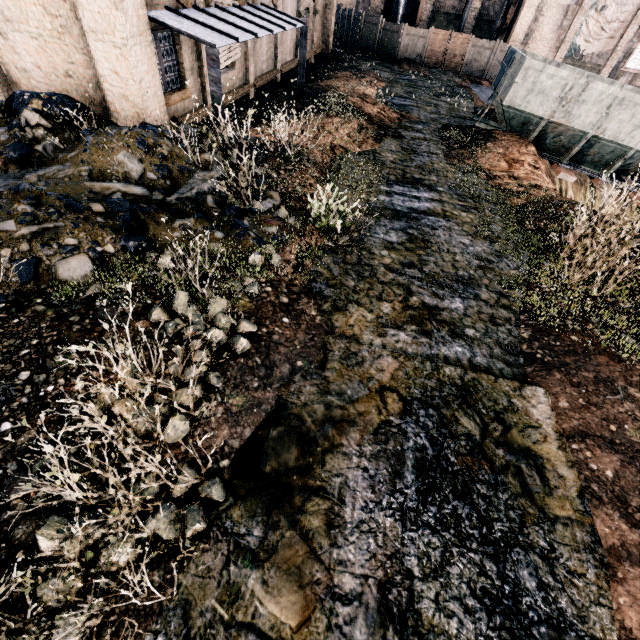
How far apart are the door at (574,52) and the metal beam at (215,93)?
56.8m

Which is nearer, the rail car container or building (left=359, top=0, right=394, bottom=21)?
the rail car container

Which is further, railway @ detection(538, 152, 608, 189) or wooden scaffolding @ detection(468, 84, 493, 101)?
wooden scaffolding @ detection(468, 84, 493, 101)

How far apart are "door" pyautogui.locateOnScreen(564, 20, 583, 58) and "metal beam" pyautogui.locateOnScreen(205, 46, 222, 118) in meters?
56.8 m

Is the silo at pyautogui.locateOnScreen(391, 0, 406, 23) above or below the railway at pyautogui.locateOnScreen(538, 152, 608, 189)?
above

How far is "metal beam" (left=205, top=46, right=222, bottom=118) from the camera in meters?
8.6 m

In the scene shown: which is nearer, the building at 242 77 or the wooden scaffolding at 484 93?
the building at 242 77

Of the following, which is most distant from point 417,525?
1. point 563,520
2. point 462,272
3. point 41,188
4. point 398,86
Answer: point 398,86
